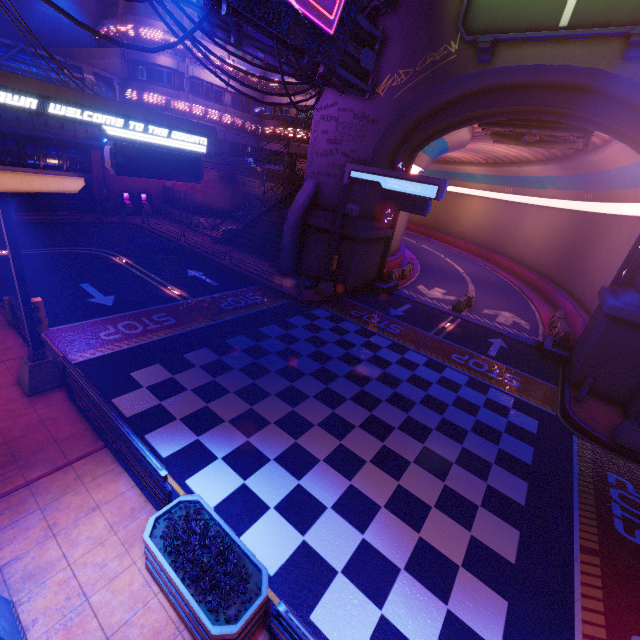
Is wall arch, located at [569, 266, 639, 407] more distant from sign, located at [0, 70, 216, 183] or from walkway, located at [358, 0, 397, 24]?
sign, located at [0, 70, 216, 183]

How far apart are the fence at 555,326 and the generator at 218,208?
32.42m

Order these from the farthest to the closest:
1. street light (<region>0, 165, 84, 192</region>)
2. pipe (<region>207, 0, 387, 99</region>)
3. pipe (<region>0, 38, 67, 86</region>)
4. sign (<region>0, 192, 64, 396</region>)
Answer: pipe (<region>0, 38, 67, 86</region>), pipe (<region>207, 0, 387, 99</region>), sign (<region>0, 192, 64, 396</region>), street light (<region>0, 165, 84, 192</region>)

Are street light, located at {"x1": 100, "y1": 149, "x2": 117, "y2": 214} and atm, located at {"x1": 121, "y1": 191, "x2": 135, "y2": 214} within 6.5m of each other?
yes

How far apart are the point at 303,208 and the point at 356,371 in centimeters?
1200cm

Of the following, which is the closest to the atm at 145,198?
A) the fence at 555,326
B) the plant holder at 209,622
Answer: the plant holder at 209,622

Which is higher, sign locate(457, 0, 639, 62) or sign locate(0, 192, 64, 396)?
sign locate(457, 0, 639, 62)

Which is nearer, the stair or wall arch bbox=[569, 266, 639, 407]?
wall arch bbox=[569, 266, 639, 407]
